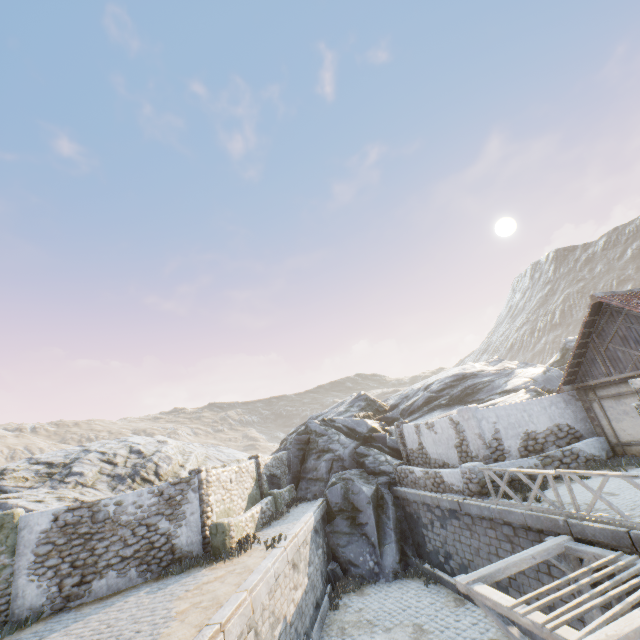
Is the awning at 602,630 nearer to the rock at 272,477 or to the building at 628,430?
the building at 628,430

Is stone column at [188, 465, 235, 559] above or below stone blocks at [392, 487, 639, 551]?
above

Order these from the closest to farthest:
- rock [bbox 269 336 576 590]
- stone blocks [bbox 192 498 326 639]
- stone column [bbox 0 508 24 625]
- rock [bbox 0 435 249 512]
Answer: stone blocks [bbox 192 498 326 639] → stone column [bbox 0 508 24 625] → rock [bbox 0 435 249 512] → rock [bbox 269 336 576 590]

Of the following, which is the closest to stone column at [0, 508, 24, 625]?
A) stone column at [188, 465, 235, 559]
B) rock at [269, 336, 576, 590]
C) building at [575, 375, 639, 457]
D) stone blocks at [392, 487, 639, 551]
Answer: stone blocks at [392, 487, 639, 551]

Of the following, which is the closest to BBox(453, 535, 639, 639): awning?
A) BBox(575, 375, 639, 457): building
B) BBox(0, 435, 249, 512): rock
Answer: BBox(575, 375, 639, 457): building

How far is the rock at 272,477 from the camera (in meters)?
19.52

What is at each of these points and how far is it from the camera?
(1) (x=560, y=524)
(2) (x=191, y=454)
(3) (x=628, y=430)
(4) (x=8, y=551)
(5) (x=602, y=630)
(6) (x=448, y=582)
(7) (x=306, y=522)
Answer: (1) stone blocks, 8.4 meters
(2) rock, 23.5 meters
(3) building, 12.0 meters
(4) stone column, 10.0 meters
(5) awning, 4.7 meters
(6) stone blocks, 12.7 meters
(7) stone blocks, 14.0 meters

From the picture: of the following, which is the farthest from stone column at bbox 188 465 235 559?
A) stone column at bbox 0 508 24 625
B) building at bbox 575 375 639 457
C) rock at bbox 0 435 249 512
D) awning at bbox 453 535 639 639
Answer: building at bbox 575 375 639 457
